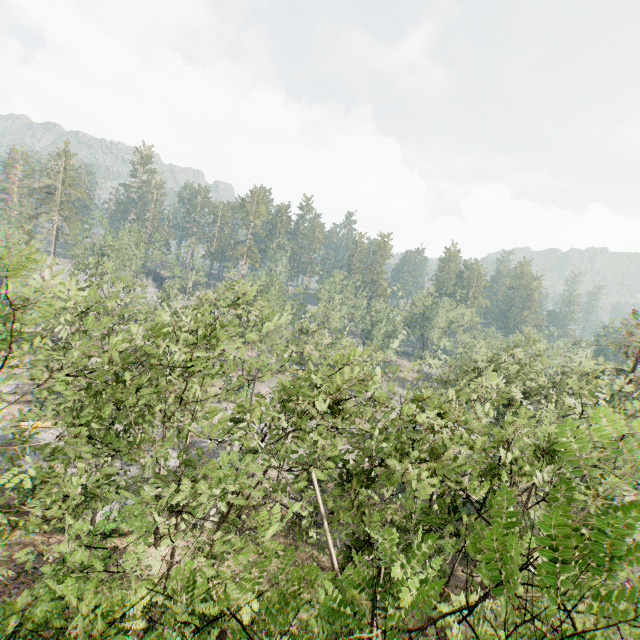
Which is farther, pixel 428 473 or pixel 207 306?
pixel 207 306
